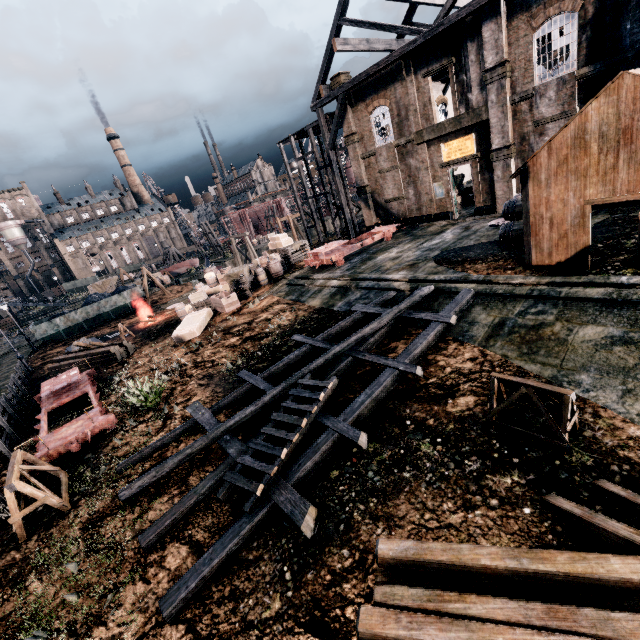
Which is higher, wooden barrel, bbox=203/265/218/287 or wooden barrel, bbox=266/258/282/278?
wooden barrel, bbox=203/265/218/287

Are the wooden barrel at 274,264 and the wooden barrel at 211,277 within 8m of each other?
yes

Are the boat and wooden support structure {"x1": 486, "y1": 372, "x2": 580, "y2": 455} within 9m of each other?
no

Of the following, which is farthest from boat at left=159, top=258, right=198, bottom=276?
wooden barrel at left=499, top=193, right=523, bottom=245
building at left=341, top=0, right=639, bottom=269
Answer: wooden barrel at left=499, top=193, right=523, bottom=245

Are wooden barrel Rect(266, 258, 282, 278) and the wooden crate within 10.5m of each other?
yes

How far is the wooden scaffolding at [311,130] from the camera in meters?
32.6 m

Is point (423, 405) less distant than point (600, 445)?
No

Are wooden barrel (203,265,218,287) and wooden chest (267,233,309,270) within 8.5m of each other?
yes
